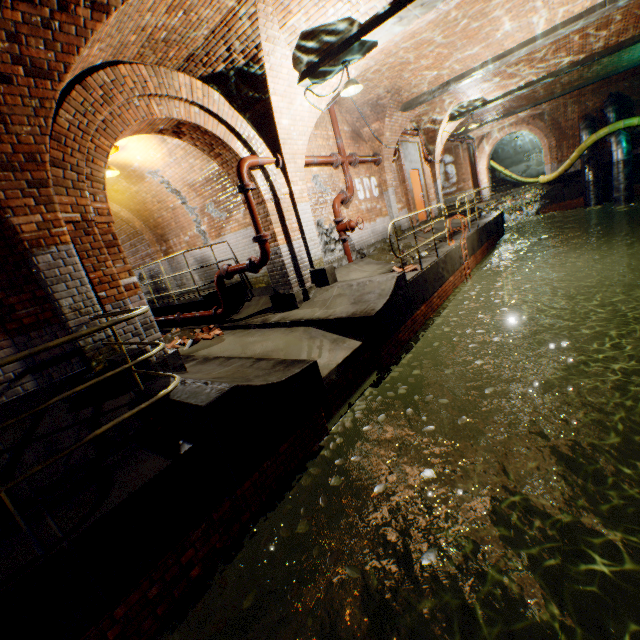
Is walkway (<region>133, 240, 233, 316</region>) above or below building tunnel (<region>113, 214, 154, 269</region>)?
below

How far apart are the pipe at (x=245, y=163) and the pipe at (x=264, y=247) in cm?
115

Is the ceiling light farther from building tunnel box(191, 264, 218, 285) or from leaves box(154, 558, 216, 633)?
leaves box(154, 558, 216, 633)

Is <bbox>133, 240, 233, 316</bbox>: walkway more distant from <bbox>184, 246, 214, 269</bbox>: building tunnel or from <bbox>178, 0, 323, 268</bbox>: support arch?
<bbox>178, 0, 323, 268</bbox>: support arch

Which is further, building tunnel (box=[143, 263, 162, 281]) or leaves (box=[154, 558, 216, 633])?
building tunnel (box=[143, 263, 162, 281])

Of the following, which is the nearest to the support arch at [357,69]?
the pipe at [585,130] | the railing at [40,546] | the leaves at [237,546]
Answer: the railing at [40,546]

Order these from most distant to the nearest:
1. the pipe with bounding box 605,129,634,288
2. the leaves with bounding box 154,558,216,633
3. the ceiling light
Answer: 1. the pipe with bounding box 605,129,634,288
2. the ceiling light
3. the leaves with bounding box 154,558,216,633

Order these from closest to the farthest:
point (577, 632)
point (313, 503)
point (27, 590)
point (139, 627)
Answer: point (27, 590), point (139, 627), point (313, 503), point (577, 632)
